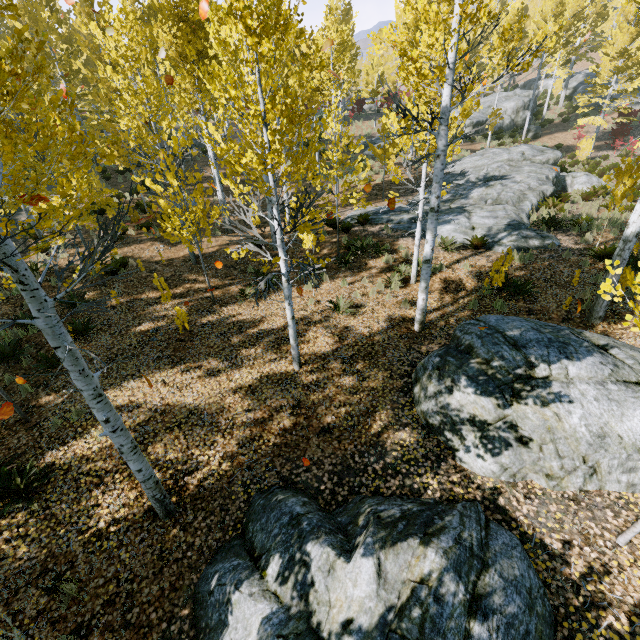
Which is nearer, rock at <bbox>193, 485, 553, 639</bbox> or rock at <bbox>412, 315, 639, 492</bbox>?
rock at <bbox>193, 485, 553, 639</bbox>

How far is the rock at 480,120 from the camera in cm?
2800

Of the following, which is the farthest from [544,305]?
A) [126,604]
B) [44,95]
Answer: [44,95]

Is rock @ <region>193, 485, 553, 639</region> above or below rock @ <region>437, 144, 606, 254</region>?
below

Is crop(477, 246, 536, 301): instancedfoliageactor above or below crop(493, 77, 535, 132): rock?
below

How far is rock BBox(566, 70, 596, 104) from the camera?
31.9m

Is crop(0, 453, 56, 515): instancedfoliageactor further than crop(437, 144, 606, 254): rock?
No

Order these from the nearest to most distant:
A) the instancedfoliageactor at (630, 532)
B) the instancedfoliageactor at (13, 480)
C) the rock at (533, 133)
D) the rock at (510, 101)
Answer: the instancedfoliageactor at (630, 532), the instancedfoliageactor at (13, 480), the rock at (533, 133), the rock at (510, 101)
